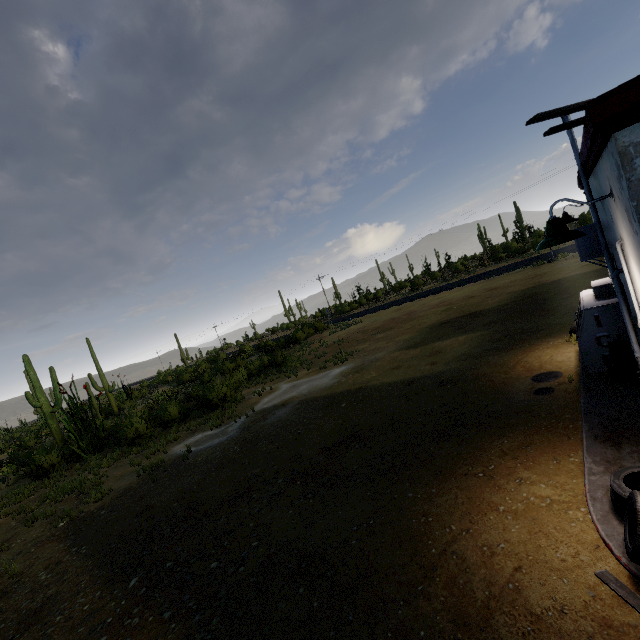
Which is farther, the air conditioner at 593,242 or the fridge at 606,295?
the fridge at 606,295

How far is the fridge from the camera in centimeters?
664cm

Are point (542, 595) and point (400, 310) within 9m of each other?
no

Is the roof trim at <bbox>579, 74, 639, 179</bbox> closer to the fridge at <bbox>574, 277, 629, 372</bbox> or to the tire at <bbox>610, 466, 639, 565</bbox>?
the fridge at <bbox>574, 277, 629, 372</bbox>

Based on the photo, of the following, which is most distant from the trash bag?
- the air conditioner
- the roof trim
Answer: the roof trim

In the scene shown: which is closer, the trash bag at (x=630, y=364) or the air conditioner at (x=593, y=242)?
the air conditioner at (x=593, y=242)

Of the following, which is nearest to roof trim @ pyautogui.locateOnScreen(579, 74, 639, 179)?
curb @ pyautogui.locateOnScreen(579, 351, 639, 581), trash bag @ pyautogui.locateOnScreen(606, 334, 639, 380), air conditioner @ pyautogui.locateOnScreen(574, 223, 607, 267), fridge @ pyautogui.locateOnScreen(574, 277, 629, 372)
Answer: air conditioner @ pyautogui.locateOnScreen(574, 223, 607, 267)

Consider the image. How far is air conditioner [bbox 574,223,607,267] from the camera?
5.3 meters
